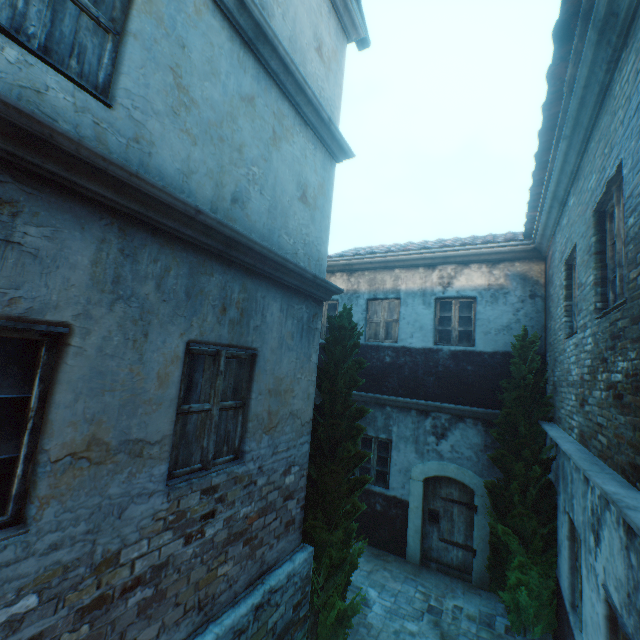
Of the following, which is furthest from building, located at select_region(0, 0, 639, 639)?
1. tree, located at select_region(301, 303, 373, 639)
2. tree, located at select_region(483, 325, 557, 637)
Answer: tree, located at select_region(301, 303, 373, 639)

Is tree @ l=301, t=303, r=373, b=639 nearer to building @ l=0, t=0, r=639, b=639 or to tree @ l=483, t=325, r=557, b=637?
tree @ l=483, t=325, r=557, b=637

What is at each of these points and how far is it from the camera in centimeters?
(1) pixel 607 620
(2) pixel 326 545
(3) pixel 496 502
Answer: (1) building, 317cm
(2) tree, 521cm
(3) tree, 636cm

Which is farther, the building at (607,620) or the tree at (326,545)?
the tree at (326,545)

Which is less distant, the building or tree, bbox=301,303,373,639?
the building

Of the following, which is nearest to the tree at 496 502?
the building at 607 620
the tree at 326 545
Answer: the tree at 326 545
